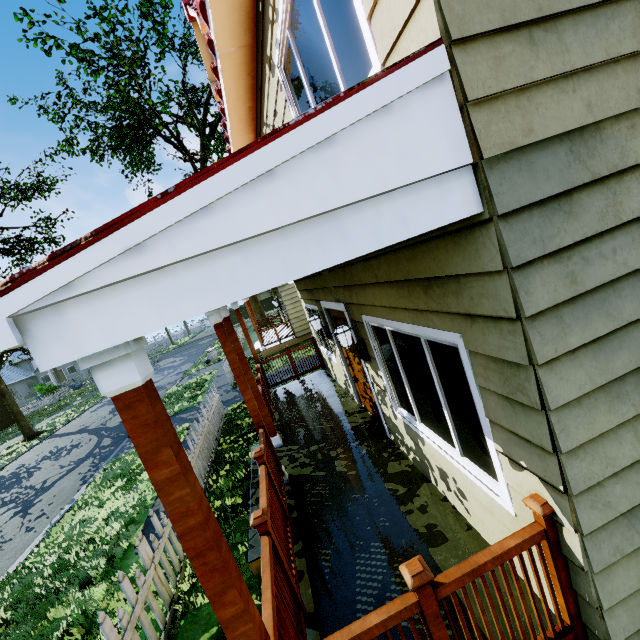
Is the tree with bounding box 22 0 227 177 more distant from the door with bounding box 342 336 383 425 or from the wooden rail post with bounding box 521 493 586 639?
the door with bounding box 342 336 383 425

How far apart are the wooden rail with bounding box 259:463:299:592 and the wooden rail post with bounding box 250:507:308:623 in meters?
0.0 m

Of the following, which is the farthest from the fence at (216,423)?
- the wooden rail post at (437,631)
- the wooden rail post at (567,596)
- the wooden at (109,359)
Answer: the wooden rail post at (567,596)

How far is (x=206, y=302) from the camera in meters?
1.3

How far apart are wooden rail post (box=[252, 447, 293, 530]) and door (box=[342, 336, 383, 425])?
1.9 meters

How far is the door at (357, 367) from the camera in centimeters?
540cm

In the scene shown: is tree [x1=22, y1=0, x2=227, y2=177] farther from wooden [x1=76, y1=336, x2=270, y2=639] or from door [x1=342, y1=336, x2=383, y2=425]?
door [x1=342, y1=336, x2=383, y2=425]

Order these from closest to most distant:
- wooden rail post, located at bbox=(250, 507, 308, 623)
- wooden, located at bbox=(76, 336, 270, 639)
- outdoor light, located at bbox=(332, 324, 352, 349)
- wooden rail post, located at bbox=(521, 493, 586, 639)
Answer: wooden, located at bbox=(76, 336, 270, 639)
wooden rail post, located at bbox=(521, 493, 586, 639)
wooden rail post, located at bbox=(250, 507, 308, 623)
outdoor light, located at bbox=(332, 324, 352, 349)
